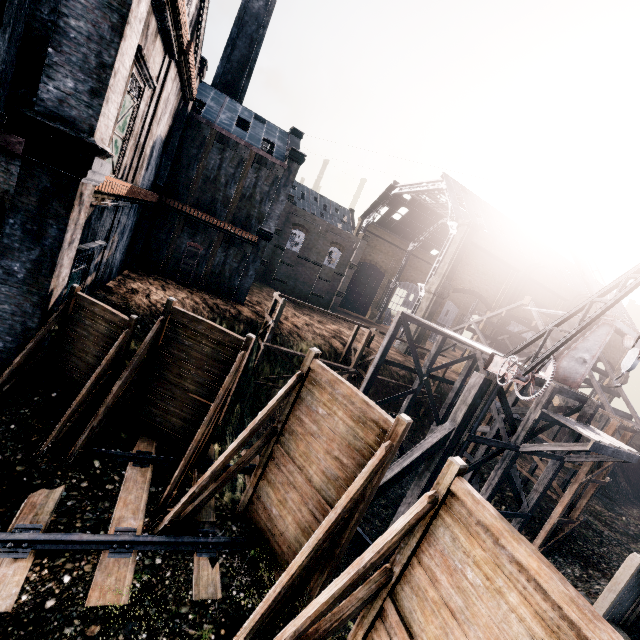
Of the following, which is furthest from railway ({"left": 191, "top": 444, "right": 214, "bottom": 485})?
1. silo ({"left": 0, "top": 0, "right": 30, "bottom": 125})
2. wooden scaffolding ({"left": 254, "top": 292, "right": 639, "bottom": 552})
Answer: wooden scaffolding ({"left": 254, "top": 292, "right": 639, "bottom": 552})

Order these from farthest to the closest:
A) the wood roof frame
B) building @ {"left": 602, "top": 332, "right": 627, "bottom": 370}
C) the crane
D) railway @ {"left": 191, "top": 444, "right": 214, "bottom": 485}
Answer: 1. building @ {"left": 602, "top": 332, "right": 627, "bottom": 370}
2. the wood roof frame
3. railway @ {"left": 191, "top": 444, "right": 214, "bottom": 485}
4. the crane

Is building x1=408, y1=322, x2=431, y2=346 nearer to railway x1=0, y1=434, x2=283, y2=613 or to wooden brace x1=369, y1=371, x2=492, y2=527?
wooden brace x1=369, y1=371, x2=492, y2=527

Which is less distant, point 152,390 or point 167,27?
point 152,390

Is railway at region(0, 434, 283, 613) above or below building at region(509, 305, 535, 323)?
below

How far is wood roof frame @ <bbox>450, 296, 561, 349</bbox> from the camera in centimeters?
3175cm

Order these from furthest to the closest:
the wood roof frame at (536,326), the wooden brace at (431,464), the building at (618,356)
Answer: the building at (618,356) < the wood roof frame at (536,326) < the wooden brace at (431,464)

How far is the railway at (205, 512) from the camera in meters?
9.1
